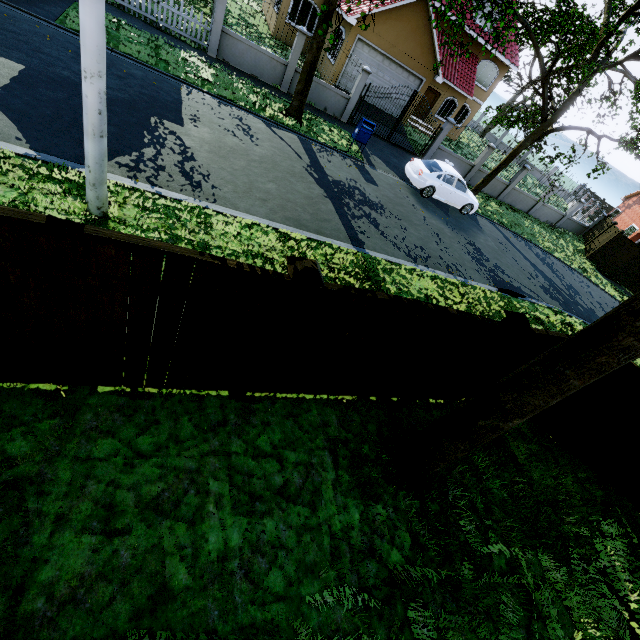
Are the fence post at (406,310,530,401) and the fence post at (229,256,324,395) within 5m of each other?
yes

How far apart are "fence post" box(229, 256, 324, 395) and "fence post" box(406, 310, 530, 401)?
3.0m

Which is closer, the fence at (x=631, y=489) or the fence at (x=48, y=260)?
the fence at (x=48, y=260)

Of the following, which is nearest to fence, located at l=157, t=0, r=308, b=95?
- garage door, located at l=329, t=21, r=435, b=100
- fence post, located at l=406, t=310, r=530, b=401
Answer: fence post, located at l=406, t=310, r=530, b=401

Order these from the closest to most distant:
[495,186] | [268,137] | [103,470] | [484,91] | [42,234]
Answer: [42,234]
[103,470]
[268,137]
[495,186]
[484,91]

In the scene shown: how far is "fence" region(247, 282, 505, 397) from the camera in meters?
3.6

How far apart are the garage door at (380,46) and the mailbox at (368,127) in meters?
7.8

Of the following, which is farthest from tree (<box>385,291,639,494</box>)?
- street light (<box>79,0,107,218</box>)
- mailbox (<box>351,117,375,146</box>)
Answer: mailbox (<box>351,117,375,146</box>)
